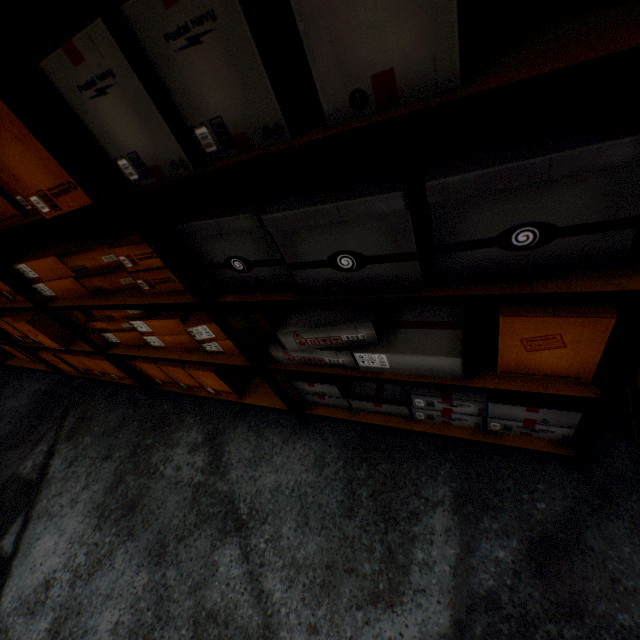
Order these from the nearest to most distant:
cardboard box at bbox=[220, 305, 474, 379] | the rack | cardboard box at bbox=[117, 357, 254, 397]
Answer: the rack → cardboard box at bbox=[220, 305, 474, 379] → cardboard box at bbox=[117, 357, 254, 397]

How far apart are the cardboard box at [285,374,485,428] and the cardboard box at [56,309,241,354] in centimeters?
21cm

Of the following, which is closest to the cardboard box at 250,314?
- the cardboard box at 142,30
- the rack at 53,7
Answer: the rack at 53,7

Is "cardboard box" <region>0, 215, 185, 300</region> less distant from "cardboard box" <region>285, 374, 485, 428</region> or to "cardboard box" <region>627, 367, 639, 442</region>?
"cardboard box" <region>285, 374, 485, 428</region>

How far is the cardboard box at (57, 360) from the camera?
2.28m

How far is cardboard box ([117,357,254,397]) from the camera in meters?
1.8 m

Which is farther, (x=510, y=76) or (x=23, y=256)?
(x=23, y=256)

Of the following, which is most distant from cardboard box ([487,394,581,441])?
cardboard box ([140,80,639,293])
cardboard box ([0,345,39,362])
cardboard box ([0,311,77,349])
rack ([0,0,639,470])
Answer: cardboard box ([0,345,39,362])
